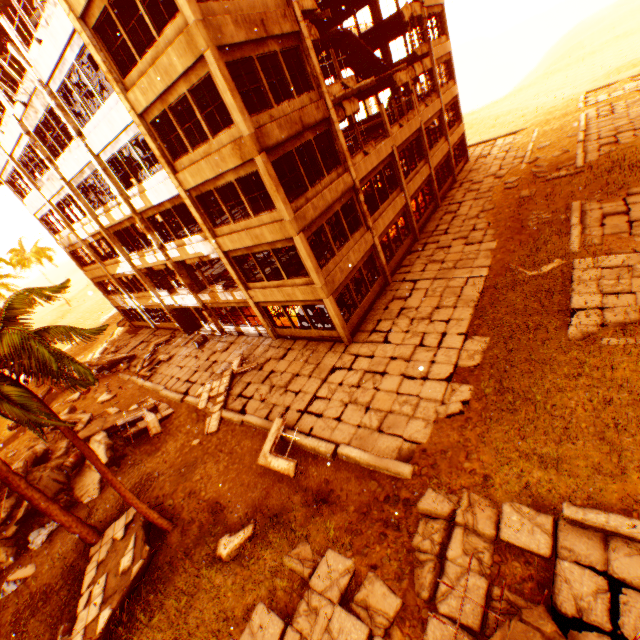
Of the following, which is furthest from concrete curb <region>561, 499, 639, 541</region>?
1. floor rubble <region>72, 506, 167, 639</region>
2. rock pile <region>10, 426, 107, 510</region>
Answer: floor rubble <region>72, 506, 167, 639</region>

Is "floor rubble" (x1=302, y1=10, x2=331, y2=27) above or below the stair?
above

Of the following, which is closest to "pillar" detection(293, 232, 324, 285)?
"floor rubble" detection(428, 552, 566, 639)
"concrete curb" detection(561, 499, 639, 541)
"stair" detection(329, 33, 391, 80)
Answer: "stair" detection(329, 33, 391, 80)

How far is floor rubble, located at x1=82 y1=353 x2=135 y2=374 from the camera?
22.8 meters

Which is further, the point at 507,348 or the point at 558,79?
the point at 558,79

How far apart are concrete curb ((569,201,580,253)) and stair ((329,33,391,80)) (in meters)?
Answer: 16.31

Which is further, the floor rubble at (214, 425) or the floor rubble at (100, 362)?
the floor rubble at (100, 362)

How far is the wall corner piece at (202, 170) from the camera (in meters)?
10.81
